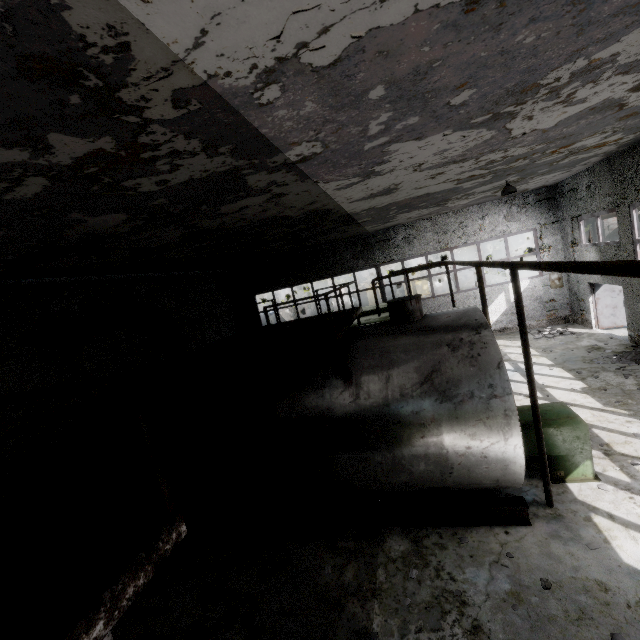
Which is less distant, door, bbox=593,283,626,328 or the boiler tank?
the boiler tank

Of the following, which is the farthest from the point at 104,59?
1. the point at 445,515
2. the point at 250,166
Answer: the point at 445,515

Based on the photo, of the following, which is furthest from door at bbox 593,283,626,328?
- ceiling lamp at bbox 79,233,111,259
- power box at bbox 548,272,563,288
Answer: ceiling lamp at bbox 79,233,111,259

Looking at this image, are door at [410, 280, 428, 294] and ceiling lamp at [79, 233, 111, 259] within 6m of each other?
no

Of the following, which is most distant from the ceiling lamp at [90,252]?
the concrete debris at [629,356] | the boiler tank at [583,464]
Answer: the concrete debris at [629,356]

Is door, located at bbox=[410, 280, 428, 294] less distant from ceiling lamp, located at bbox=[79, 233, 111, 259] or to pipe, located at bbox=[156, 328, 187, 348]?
pipe, located at bbox=[156, 328, 187, 348]

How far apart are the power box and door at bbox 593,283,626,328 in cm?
180

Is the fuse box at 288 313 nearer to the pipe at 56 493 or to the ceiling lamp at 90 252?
the pipe at 56 493
